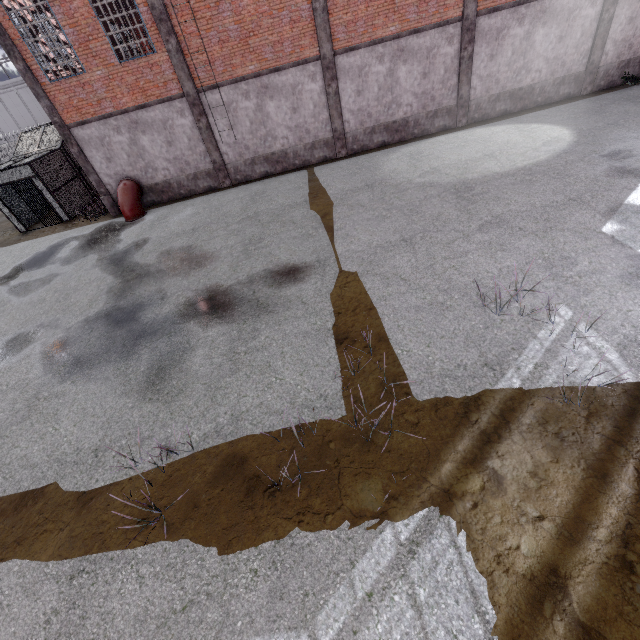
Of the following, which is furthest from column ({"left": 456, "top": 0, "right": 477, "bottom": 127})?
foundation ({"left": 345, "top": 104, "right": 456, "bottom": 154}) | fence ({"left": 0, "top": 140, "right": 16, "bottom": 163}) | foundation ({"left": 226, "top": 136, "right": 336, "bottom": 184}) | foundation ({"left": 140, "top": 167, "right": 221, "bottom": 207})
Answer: fence ({"left": 0, "top": 140, "right": 16, "bottom": 163})

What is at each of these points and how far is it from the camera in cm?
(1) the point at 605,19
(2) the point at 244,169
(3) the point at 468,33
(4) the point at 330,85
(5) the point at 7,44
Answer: (1) column, 1366
(2) foundation, 1593
(3) column, 1345
(4) column, 1408
(5) column, 1215

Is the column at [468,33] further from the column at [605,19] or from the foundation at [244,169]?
the foundation at [244,169]

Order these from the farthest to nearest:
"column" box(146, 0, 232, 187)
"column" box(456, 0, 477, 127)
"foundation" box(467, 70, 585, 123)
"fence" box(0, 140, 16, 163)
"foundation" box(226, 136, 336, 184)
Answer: "fence" box(0, 140, 16, 163) < "foundation" box(226, 136, 336, 184) < "foundation" box(467, 70, 585, 123) < "column" box(456, 0, 477, 127) < "column" box(146, 0, 232, 187)

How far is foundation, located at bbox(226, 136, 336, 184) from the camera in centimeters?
1559cm

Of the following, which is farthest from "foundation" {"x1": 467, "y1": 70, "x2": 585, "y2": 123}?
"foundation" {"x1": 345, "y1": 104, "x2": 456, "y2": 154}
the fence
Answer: the fence

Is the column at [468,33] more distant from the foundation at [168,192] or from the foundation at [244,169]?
the foundation at [168,192]
